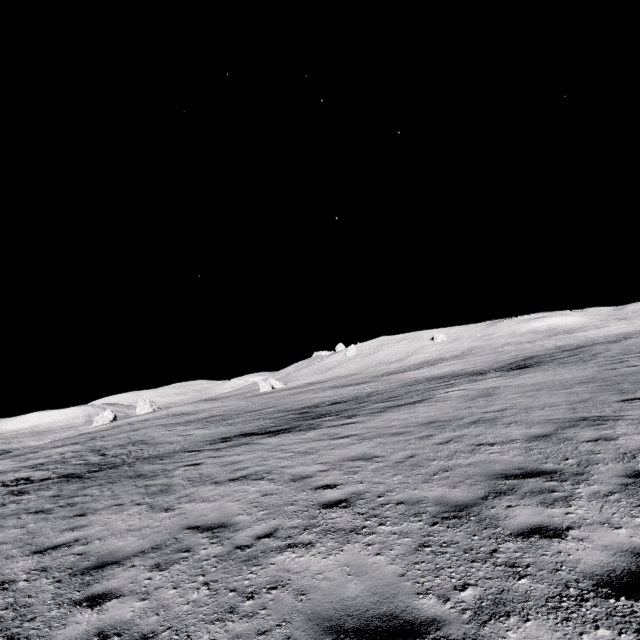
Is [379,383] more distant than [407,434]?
Yes
